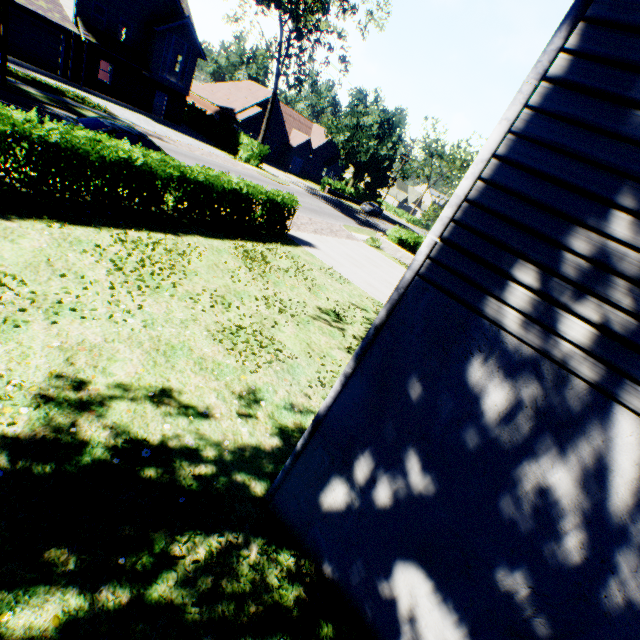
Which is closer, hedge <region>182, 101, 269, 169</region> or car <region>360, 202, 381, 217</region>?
hedge <region>182, 101, 269, 169</region>

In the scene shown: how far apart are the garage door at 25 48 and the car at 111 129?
20.8m

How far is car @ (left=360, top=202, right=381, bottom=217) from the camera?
46.2 meters

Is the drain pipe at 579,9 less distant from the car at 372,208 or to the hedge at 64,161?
the hedge at 64,161

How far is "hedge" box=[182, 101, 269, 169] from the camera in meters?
32.5

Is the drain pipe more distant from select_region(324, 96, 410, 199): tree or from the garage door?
the garage door

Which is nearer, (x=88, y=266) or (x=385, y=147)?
(x=88, y=266)

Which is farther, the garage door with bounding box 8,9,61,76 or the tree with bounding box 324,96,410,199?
the tree with bounding box 324,96,410,199
